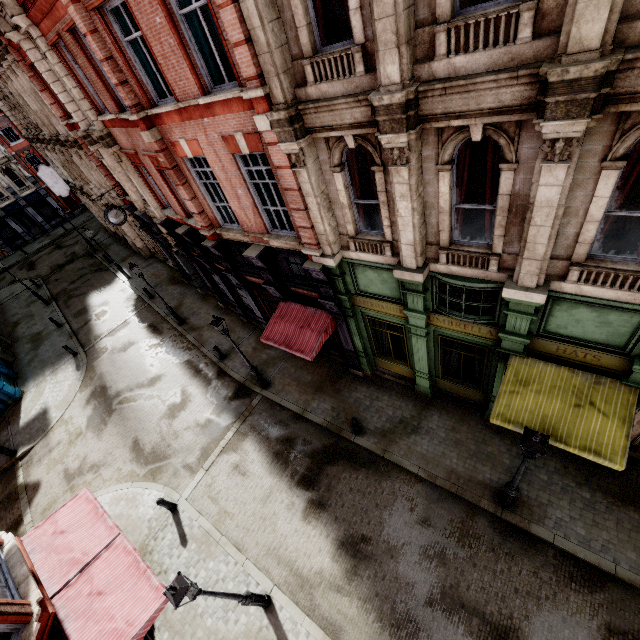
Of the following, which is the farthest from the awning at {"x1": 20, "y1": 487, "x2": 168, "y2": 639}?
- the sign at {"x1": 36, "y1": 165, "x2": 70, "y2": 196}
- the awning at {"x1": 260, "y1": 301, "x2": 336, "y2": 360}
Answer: the sign at {"x1": 36, "y1": 165, "x2": 70, "y2": 196}

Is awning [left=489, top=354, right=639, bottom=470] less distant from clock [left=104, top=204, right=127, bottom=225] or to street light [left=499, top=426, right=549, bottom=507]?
street light [left=499, top=426, right=549, bottom=507]

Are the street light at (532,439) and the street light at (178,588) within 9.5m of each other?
Answer: yes

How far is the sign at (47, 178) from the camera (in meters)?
24.91

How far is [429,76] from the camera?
5.1 meters

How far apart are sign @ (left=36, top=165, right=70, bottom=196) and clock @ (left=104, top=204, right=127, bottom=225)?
14.78m

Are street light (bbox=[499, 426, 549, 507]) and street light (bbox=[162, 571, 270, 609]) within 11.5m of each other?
yes

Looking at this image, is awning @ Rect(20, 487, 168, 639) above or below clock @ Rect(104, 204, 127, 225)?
below
